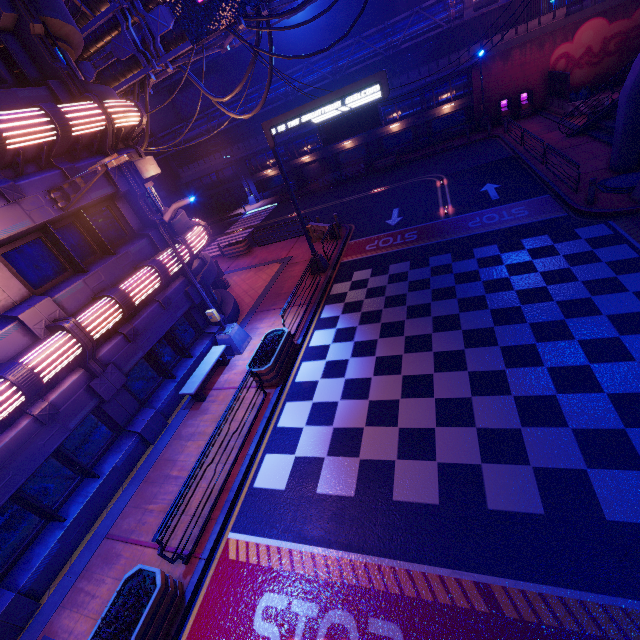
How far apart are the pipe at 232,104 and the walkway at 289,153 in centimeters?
278cm

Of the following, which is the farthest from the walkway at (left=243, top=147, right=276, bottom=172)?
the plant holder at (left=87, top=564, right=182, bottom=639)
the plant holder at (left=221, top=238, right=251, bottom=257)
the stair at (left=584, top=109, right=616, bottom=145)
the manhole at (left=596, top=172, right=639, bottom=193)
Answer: the plant holder at (left=87, top=564, right=182, bottom=639)

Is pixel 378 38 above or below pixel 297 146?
above

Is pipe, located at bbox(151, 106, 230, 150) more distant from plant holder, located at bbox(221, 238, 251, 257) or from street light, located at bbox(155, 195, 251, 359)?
street light, located at bbox(155, 195, 251, 359)

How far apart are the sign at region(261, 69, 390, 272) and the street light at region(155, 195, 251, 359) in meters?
5.0

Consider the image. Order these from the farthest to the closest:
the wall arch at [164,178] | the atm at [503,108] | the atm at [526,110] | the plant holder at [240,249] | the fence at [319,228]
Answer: the wall arch at [164,178] → the atm at [503,108] → the atm at [526,110] → the plant holder at [240,249] → the fence at [319,228]

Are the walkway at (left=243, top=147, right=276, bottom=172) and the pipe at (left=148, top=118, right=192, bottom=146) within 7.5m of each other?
yes

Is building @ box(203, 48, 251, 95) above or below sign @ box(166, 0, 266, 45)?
above
